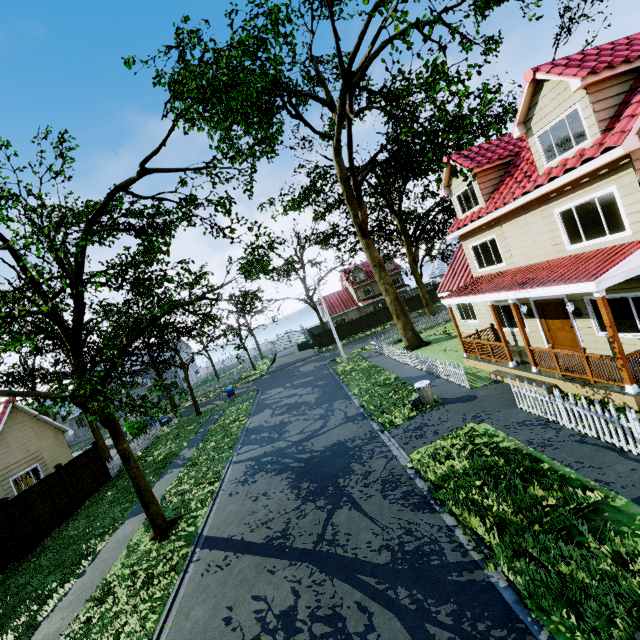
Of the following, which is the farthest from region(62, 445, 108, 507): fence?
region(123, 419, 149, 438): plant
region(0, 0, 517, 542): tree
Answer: region(123, 419, 149, 438): plant

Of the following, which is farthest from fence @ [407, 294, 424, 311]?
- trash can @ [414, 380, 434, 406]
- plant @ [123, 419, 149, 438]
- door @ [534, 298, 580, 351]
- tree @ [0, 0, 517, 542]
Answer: plant @ [123, 419, 149, 438]

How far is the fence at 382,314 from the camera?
44.72m

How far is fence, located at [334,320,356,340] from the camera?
44.2m

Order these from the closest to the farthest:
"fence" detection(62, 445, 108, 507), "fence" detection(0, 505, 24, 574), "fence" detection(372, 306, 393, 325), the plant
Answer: "fence" detection(0, 505, 24, 574)
"fence" detection(62, 445, 108, 507)
the plant
"fence" detection(372, 306, 393, 325)

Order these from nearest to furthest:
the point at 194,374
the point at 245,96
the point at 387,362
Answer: the point at 245,96 → the point at 387,362 → the point at 194,374

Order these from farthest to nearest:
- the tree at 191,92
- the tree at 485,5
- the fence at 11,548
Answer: the tree at 485,5 < the fence at 11,548 < the tree at 191,92

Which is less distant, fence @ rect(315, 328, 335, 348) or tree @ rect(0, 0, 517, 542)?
tree @ rect(0, 0, 517, 542)
